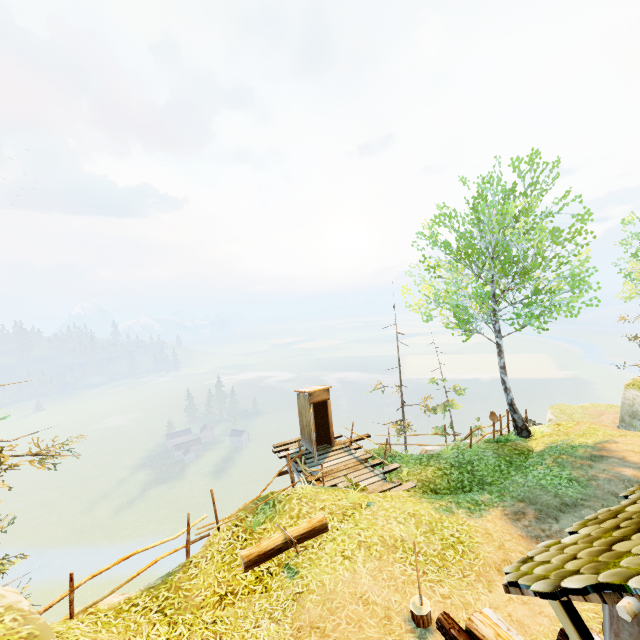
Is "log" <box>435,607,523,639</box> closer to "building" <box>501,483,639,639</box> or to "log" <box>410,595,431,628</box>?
"building" <box>501,483,639,639</box>

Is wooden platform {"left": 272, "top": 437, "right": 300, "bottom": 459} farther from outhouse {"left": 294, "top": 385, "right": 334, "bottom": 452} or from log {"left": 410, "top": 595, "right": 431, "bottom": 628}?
log {"left": 410, "top": 595, "right": 431, "bottom": 628}

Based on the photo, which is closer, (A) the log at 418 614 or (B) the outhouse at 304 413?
(A) the log at 418 614

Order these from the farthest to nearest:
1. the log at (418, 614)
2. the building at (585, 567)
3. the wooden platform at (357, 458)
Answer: the wooden platform at (357, 458), the log at (418, 614), the building at (585, 567)

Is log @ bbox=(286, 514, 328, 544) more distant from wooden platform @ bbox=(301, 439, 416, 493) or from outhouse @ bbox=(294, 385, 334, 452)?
outhouse @ bbox=(294, 385, 334, 452)

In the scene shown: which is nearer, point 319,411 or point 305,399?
point 305,399

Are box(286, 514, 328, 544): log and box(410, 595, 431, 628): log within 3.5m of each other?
yes

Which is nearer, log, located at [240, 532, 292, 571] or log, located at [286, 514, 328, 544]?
log, located at [240, 532, 292, 571]
